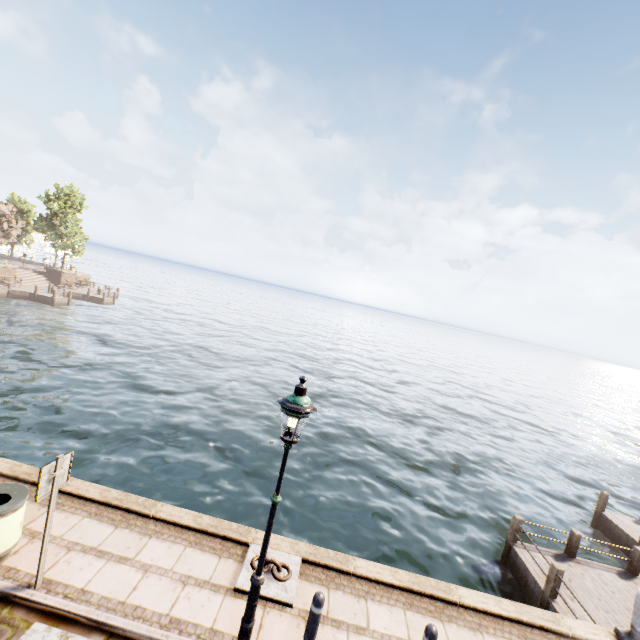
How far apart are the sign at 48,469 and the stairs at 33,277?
44.79m

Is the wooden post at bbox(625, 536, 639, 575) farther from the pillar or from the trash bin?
the trash bin

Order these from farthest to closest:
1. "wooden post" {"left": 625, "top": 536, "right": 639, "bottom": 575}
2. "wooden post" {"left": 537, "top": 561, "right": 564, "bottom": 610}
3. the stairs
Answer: the stairs → "wooden post" {"left": 625, "top": 536, "right": 639, "bottom": 575} → "wooden post" {"left": 537, "top": 561, "right": 564, "bottom": 610}

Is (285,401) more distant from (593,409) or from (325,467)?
(593,409)

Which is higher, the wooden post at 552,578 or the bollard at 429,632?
the bollard at 429,632

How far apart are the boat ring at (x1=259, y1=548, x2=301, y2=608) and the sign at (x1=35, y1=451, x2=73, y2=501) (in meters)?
3.07

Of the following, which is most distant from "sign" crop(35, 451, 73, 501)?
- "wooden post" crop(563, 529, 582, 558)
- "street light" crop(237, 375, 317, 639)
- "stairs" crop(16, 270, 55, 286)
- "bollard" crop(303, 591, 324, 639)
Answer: "stairs" crop(16, 270, 55, 286)

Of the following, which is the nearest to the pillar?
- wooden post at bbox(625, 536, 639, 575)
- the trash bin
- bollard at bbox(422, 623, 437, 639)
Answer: bollard at bbox(422, 623, 437, 639)
